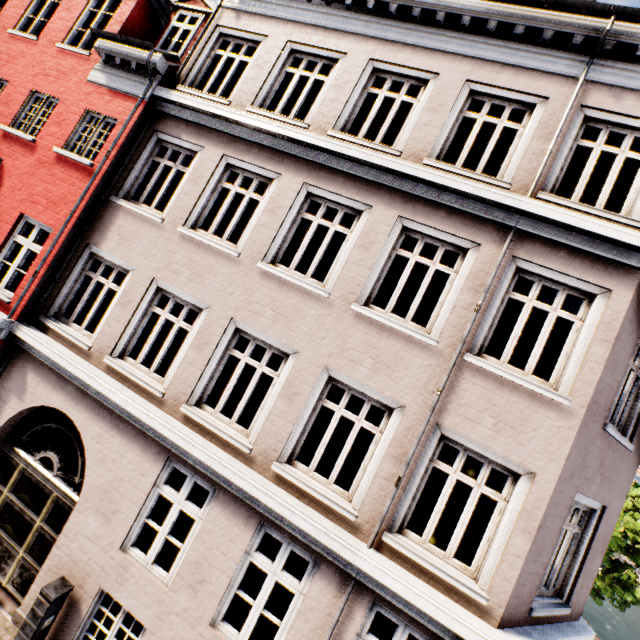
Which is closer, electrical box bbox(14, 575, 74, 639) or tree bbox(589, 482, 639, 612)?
electrical box bbox(14, 575, 74, 639)

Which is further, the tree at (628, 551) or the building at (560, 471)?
the tree at (628, 551)

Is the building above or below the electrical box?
above

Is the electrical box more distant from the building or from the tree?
the tree

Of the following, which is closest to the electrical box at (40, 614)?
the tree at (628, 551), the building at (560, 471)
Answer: the building at (560, 471)

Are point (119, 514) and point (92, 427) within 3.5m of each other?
yes

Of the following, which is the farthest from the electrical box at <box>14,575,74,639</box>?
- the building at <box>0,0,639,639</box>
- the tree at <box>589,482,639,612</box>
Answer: the tree at <box>589,482,639,612</box>
